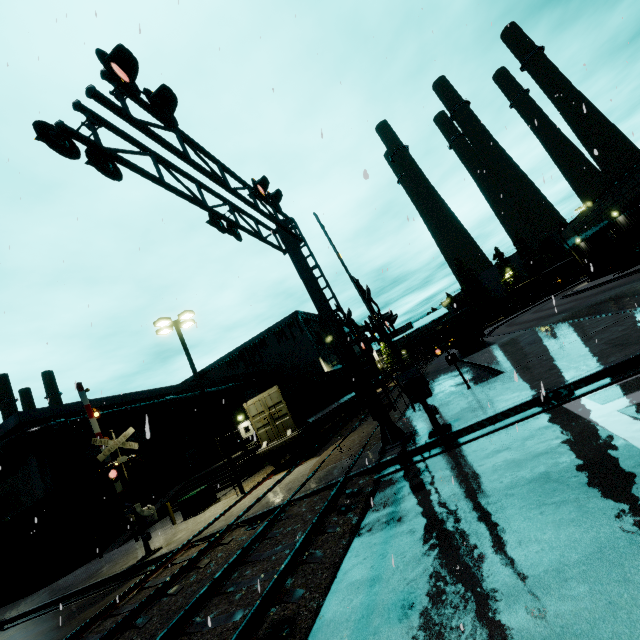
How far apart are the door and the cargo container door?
17.8m

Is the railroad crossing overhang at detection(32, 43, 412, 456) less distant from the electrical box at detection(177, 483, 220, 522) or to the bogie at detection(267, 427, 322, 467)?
the bogie at detection(267, 427, 322, 467)

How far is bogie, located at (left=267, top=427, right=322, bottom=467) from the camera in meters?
17.1

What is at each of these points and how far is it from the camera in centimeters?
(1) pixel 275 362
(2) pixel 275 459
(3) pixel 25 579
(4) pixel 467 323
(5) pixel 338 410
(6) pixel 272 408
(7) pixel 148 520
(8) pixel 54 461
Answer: (1) building, 4956cm
(2) bogie, 1775cm
(3) roll-up door, 2212cm
(4) semi trailer, 2748cm
(5) flatcar, 2292cm
(6) cargo container door, 1775cm
(7) railroad crossing gate, 1290cm
(8) tree, 2191cm

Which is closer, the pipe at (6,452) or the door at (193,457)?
the pipe at (6,452)

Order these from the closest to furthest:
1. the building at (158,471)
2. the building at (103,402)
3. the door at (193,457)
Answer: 1. the building at (158,471)
2. the building at (103,402)
3. the door at (193,457)

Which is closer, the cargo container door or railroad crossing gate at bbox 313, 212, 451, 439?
railroad crossing gate at bbox 313, 212, 451, 439

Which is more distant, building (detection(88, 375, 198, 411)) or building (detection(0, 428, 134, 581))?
building (detection(88, 375, 198, 411))
